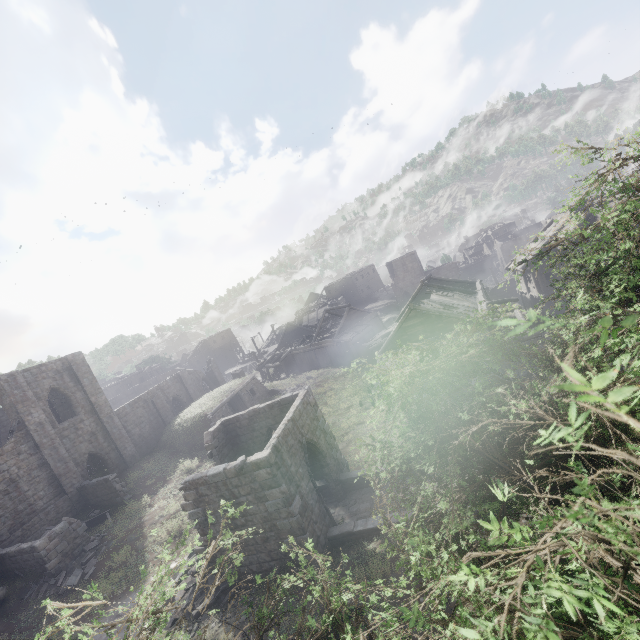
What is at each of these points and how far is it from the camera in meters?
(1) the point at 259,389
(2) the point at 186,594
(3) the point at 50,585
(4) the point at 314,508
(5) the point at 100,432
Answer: (1) shelter, 34.6 m
(2) rubble, 13.2 m
(3) rubble, 16.5 m
(4) building, 12.9 m
(5) building, 26.7 m

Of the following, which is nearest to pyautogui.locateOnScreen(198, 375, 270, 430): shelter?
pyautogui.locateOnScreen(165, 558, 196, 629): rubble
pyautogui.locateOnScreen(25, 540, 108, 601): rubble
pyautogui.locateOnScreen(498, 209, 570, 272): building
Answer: pyautogui.locateOnScreen(498, 209, 570, 272): building

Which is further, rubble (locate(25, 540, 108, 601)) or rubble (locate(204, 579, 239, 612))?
rubble (locate(25, 540, 108, 601))

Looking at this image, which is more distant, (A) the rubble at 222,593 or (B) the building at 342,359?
(B) the building at 342,359

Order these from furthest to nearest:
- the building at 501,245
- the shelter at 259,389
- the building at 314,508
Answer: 1. the building at 501,245
2. the shelter at 259,389
3. the building at 314,508

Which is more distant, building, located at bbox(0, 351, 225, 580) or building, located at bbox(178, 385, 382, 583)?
building, located at bbox(0, 351, 225, 580)

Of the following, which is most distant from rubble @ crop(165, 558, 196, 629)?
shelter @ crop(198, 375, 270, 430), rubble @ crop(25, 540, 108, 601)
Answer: shelter @ crop(198, 375, 270, 430)

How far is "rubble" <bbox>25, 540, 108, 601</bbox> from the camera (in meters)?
16.23
